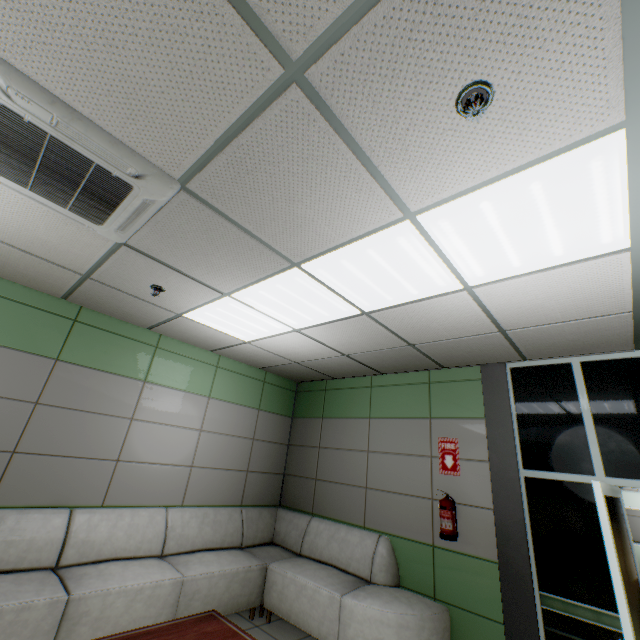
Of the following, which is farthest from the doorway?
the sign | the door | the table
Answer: the door

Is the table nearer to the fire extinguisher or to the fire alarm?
the fire extinguisher

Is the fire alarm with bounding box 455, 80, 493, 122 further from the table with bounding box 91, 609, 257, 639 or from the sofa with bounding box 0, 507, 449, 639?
the sofa with bounding box 0, 507, 449, 639

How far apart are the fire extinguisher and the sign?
0.3m

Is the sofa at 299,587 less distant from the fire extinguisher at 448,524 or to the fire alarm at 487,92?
the fire extinguisher at 448,524

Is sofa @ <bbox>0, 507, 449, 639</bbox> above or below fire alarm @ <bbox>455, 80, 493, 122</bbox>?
below

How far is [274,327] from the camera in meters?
3.9 m

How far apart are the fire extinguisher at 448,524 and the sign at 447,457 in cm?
26
